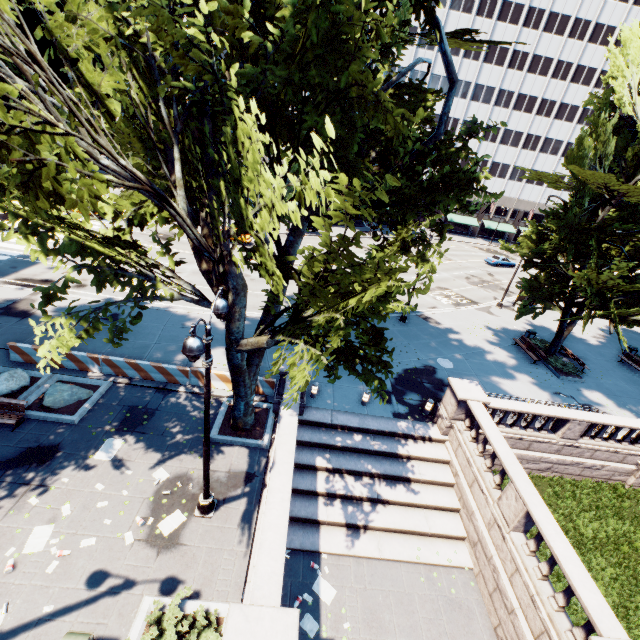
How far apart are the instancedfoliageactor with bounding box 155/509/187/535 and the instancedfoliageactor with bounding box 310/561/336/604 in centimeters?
449cm

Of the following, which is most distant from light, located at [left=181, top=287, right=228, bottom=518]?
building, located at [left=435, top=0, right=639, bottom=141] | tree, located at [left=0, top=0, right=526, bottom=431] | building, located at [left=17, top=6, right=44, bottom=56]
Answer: building, located at [left=17, top=6, right=44, bottom=56]

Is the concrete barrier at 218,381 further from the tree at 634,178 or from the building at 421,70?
the building at 421,70

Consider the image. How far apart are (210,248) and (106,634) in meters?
9.9 m

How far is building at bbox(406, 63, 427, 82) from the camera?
55.0m

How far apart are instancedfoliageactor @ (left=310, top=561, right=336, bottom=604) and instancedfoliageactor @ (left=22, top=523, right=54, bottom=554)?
7.9 meters

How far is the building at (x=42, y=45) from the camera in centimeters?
5557cm

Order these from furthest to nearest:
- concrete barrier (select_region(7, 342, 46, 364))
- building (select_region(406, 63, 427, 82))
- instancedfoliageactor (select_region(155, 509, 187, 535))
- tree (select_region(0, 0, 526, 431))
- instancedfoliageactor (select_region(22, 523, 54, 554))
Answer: building (select_region(406, 63, 427, 82))
concrete barrier (select_region(7, 342, 46, 364))
instancedfoliageactor (select_region(155, 509, 187, 535))
instancedfoliageactor (select_region(22, 523, 54, 554))
tree (select_region(0, 0, 526, 431))
